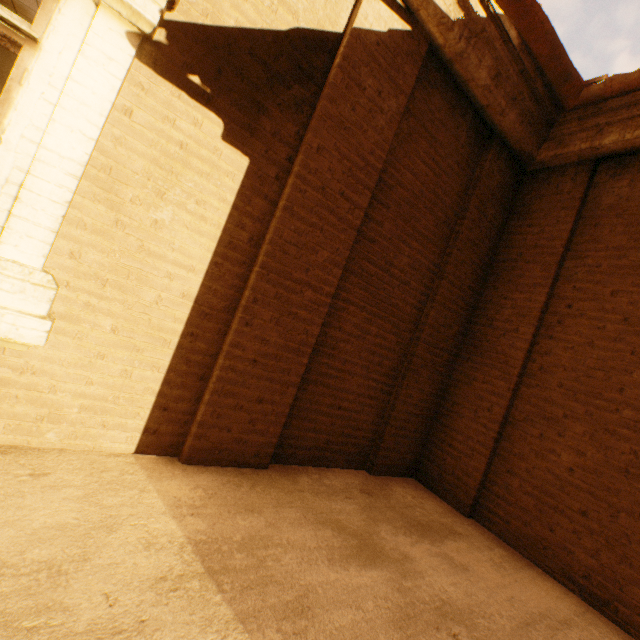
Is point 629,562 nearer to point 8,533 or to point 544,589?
point 544,589
